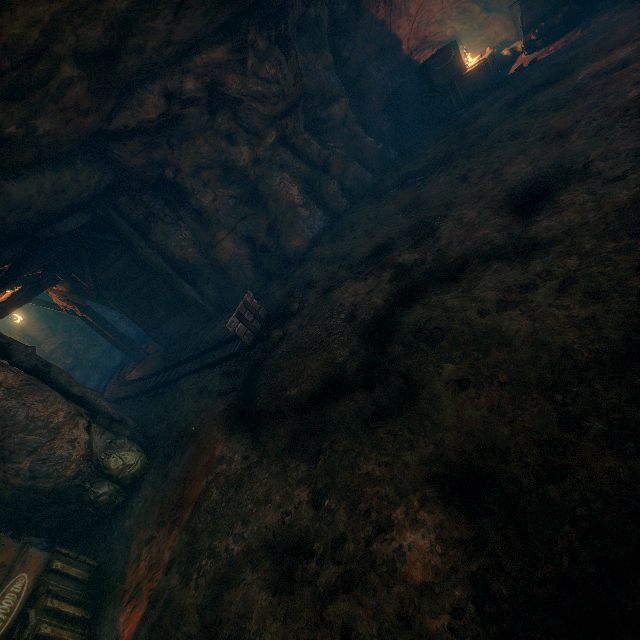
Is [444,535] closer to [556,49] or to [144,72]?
[144,72]

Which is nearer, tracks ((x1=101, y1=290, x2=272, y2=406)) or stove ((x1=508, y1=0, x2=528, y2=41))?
tracks ((x1=101, y1=290, x2=272, y2=406))

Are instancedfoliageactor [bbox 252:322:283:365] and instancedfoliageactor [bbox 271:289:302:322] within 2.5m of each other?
yes

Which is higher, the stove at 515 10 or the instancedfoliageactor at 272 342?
the stove at 515 10

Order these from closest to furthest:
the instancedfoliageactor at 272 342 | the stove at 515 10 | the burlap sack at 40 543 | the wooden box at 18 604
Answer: the wooden box at 18 604 < the burlap sack at 40 543 < the instancedfoliageactor at 272 342 < the stove at 515 10

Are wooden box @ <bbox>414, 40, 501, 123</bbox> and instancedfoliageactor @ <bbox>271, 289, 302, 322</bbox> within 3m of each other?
no

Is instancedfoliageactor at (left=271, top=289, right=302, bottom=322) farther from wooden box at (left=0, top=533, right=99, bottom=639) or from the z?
wooden box at (left=0, top=533, right=99, bottom=639)

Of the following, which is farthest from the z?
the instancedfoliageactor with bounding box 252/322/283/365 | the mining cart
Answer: the mining cart
